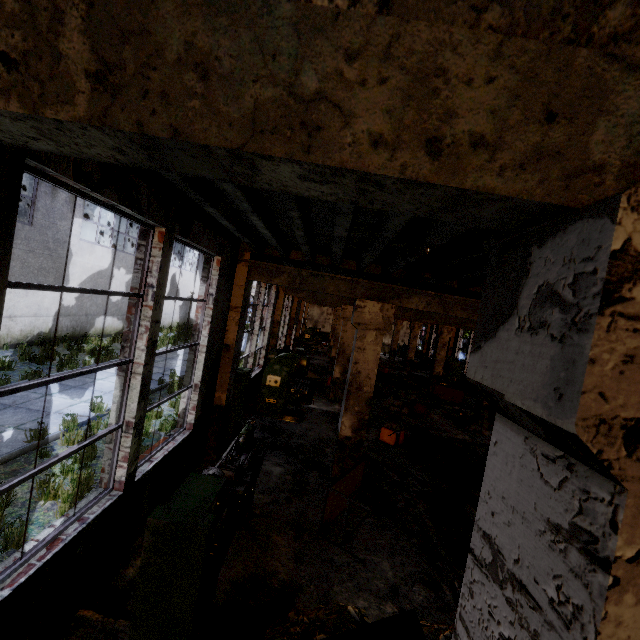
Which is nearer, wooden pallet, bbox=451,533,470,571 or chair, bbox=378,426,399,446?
wooden pallet, bbox=451,533,470,571

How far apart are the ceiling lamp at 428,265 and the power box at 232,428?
4.90m

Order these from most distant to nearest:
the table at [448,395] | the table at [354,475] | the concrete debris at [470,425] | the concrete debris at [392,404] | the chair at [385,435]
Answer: the table at [448,395], the concrete debris at [392,404], the concrete debris at [470,425], the chair at [385,435], the table at [354,475]

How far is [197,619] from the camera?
2.92m

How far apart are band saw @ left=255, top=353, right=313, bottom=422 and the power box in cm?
146

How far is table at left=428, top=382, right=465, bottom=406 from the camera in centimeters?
1647cm

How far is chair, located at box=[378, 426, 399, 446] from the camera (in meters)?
9.39

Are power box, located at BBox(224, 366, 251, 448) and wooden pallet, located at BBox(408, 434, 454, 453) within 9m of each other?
yes
